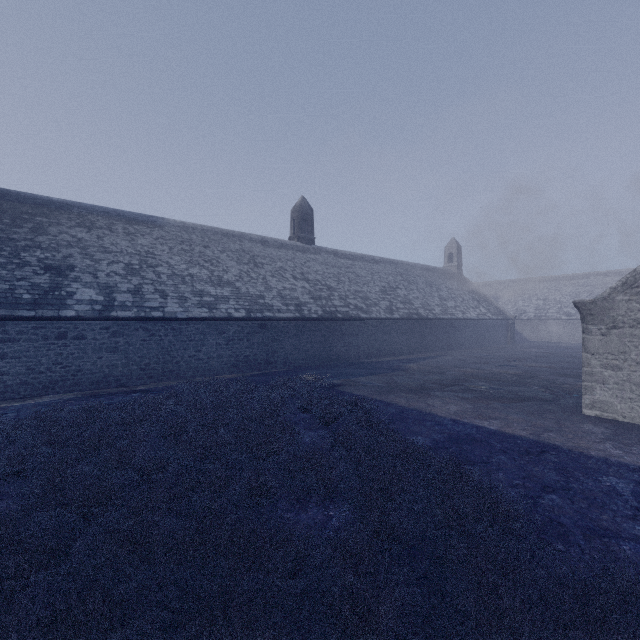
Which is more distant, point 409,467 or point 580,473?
point 580,473
